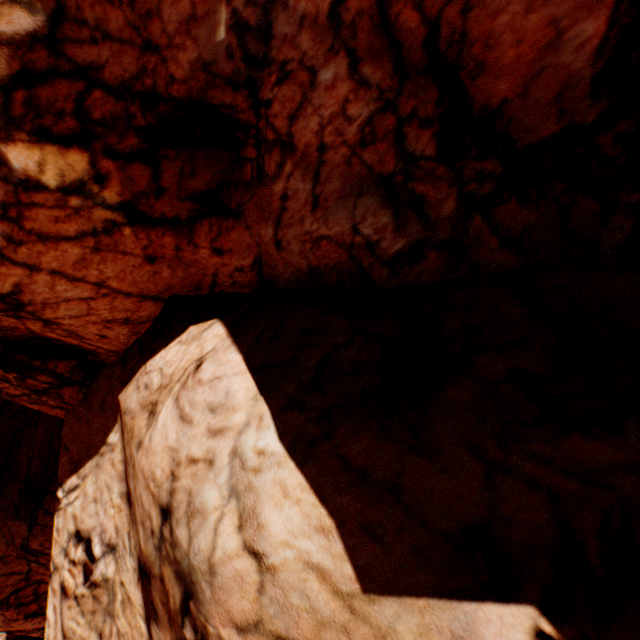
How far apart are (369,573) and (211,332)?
3.9m
